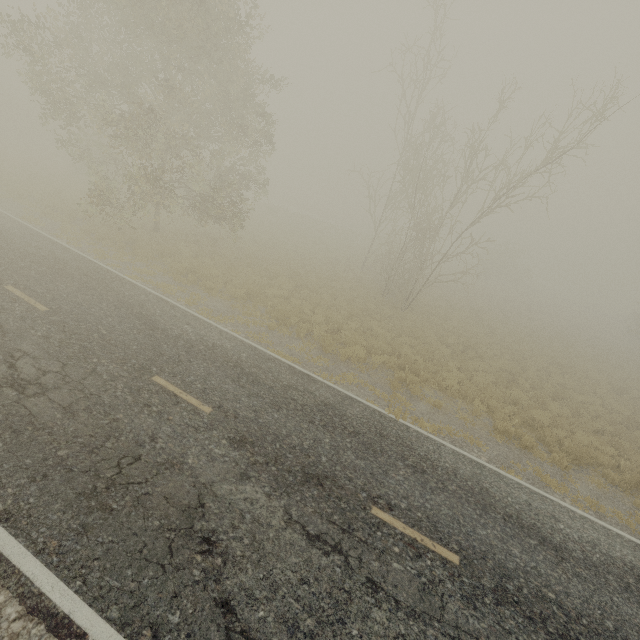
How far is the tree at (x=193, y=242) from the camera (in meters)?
17.94

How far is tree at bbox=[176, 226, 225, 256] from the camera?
17.9m

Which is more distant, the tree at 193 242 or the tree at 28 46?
the tree at 193 242

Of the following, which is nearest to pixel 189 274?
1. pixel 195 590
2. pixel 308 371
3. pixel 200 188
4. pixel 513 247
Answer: pixel 200 188

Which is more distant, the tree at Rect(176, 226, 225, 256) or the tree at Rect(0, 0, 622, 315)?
the tree at Rect(176, 226, 225, 256)

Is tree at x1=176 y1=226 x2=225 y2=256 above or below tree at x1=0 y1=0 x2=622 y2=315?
below
